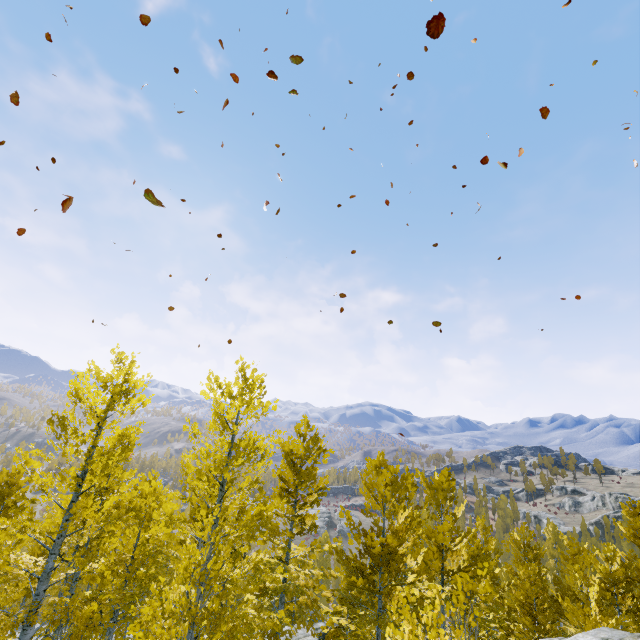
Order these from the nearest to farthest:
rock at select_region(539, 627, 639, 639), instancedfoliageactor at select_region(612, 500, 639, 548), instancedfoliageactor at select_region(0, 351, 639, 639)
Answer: rock at select_region(539, 627, 639, 639) → instancedfoliageactor at select_region(0, 351, 639, 639) → instancedfoliageactor at select_region(612, 500, 639, 548)

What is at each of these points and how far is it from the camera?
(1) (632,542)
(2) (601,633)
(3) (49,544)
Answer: (1) instancedfoliageactor, 19.7m
(2) rock, 7.2m
(3) instancedfoliageactor, 18.7m

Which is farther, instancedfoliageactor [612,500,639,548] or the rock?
instancedfoliageactor [612,500,639,548]

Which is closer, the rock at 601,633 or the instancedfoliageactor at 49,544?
the rock at 601,633

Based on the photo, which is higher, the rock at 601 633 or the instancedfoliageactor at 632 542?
the instancedfoliageactor at 632 542

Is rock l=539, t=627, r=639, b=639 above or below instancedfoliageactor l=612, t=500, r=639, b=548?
below

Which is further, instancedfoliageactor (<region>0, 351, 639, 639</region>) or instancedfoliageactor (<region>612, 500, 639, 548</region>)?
instancedfoliageactor (<region>612, 500, 639, 548</region>)
